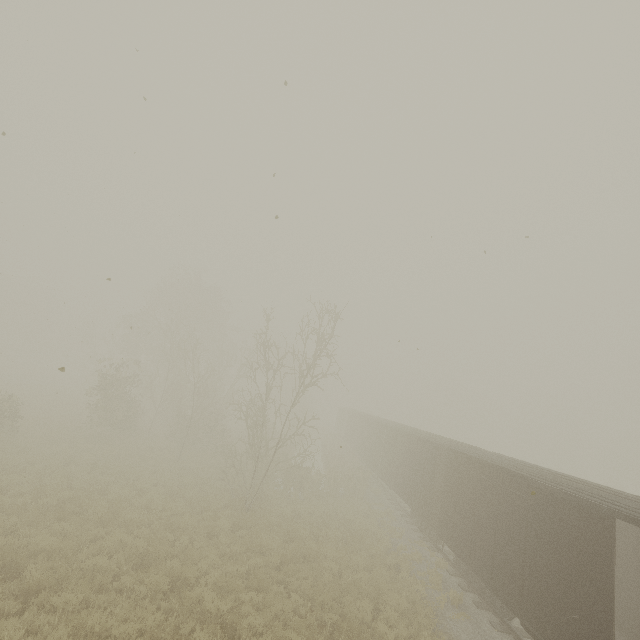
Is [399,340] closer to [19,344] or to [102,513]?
[102,513]
